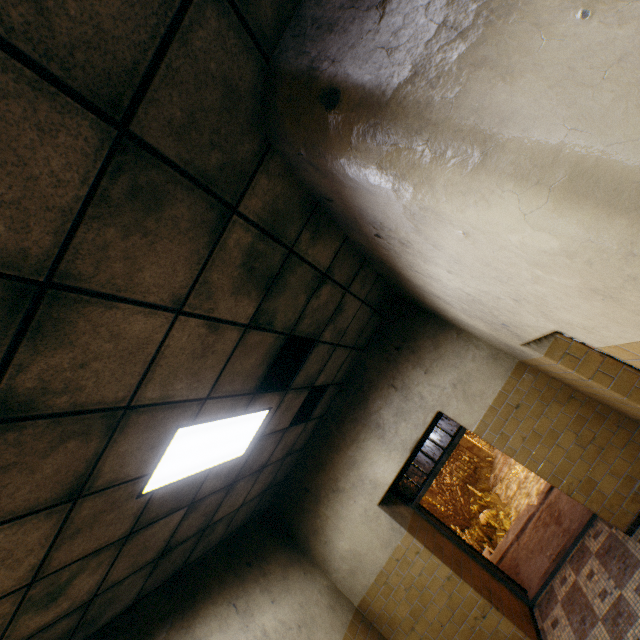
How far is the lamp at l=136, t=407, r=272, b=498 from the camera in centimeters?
250cm

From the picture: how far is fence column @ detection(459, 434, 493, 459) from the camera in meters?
19.2

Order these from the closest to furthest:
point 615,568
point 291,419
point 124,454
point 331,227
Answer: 1. point 124,454
2. point 331,227
3. point 615,568
4. point 291,419

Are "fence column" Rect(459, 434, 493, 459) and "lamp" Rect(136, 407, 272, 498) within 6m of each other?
no

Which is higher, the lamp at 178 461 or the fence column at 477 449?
the lamp at 178 461

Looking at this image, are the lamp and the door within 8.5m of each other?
yes

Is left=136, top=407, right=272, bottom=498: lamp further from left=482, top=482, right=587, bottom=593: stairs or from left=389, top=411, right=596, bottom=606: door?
left=482, top=482, right=587, bottom=593: stairs

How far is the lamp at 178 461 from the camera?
2.5 meters
